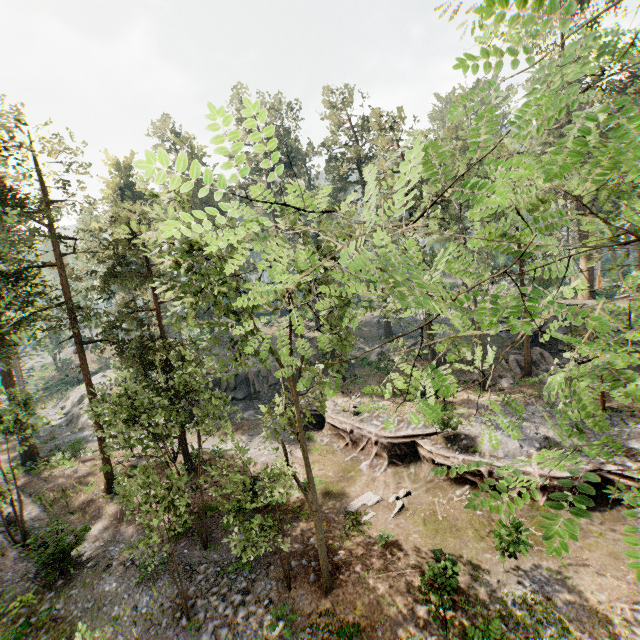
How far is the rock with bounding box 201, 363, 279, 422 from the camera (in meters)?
32.47

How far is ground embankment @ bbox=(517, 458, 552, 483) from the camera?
15.77m

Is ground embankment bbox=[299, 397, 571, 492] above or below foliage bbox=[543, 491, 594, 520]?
below

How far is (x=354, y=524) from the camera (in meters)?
15.79

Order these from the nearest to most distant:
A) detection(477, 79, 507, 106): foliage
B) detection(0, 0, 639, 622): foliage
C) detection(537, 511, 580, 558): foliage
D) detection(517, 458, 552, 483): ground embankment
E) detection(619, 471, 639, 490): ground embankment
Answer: detection(537, 511, 580, 558): foliage → detection(0, 0, 639, 622): foliage → detection(477, 79, 507, 106): foliage → detection(619, 471, 639, 490): ground embankment → detection(517, 458, 552, 483): ground embankment

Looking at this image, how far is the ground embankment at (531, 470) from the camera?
15.8m

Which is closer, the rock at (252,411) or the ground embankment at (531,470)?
the ground embankment at (531,470)
